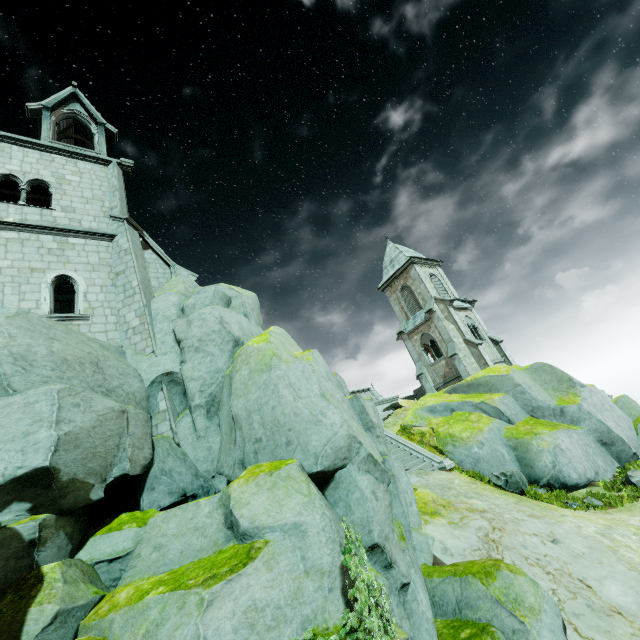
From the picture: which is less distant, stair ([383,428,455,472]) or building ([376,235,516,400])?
stair ([383,428,455,472])

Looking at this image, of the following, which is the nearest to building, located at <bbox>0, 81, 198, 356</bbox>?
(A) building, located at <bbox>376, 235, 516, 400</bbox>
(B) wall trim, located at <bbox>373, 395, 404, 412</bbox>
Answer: (B) wall trim, located at <bbox>373, 395, 404, 412</bbox>

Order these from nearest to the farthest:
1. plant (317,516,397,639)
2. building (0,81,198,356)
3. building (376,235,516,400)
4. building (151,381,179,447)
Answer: plant (317,516,397,639) < building (151,381,179,447) < building (0,81,198,356) < building (376,235,516,400)

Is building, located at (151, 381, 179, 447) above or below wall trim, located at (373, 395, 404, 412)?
above

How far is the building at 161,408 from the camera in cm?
1020

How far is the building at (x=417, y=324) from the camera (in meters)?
29.17

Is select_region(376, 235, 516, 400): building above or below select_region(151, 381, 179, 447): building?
above

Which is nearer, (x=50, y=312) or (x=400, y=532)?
(x=400, y=532)
